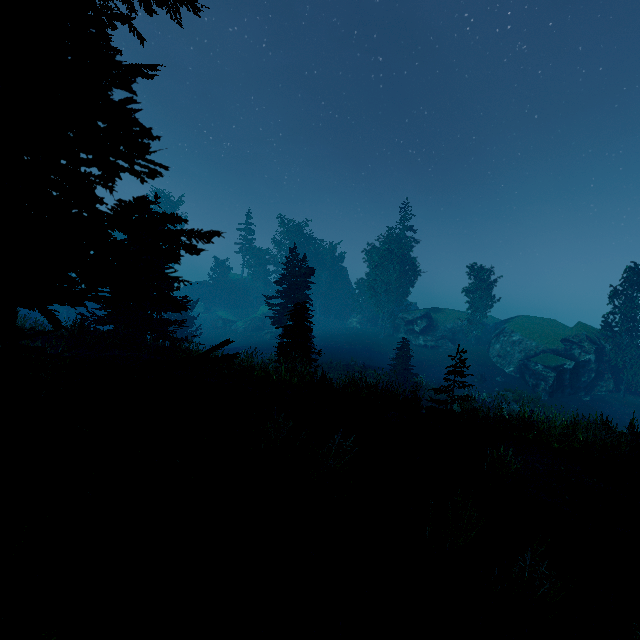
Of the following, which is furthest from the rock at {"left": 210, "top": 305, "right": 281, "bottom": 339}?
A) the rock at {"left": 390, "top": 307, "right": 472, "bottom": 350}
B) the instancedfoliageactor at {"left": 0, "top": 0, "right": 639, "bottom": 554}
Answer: the rock at {"left": 390, "top": 307, "right": 472, "bottom": 350}

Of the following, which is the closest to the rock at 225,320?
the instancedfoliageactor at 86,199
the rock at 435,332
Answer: the instancedfoliageactor at 86,199

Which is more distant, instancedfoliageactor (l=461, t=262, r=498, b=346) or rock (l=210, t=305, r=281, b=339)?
rock (l=210, t=305, r=281, b=339)

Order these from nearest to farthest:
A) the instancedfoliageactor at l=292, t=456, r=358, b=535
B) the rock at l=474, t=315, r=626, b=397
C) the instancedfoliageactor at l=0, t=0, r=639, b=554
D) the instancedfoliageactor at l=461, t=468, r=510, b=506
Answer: the instancedfoliageactor at l=0, t=0, r=639, b=554, the instancedfoliageactor at l=292, t=456, r=358, b=535, the instancedfoliageactor at l=461, t=468, r=510, b=506, the rock at l=474, t=315, r=626, b=397

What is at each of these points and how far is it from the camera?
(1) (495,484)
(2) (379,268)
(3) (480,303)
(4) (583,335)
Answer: (1) instancedfoliageactor, 7.1 meters
(2) instancedfoliageactor, 49.4 meters
(3) instancedfoliageactor, 45.0 meters
(4) rock, 33.0 meters

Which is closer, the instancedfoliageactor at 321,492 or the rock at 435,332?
the instancedfoliageactor at 321,492

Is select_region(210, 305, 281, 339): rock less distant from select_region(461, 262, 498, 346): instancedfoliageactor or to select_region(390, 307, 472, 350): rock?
select_region(461, 262, 498, 346): instancedfoliageactor
